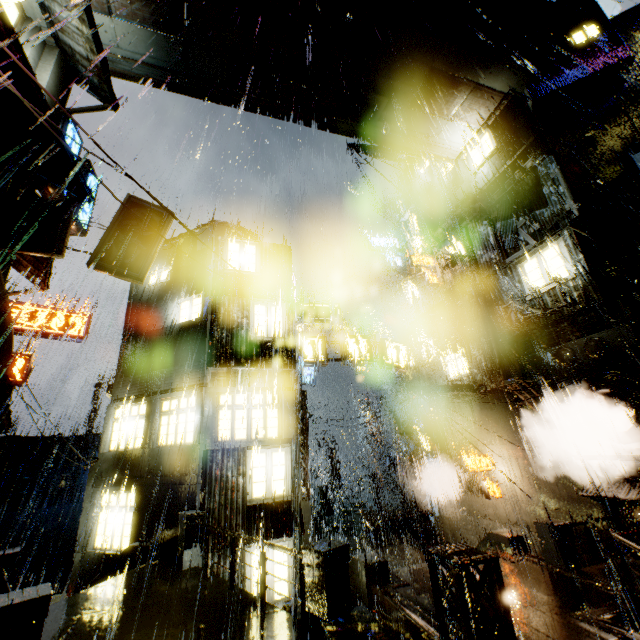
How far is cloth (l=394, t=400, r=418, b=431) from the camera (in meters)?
21.84

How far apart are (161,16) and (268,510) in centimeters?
1929cm

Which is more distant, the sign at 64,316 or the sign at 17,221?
the sign at 64,316

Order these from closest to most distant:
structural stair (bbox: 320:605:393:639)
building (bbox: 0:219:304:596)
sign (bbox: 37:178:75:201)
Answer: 1. structural stair (bbox: 320:605:393:639)
2. building (bbox: 0:219:304:596)
3. sign (bbox: 37:178:75:201)

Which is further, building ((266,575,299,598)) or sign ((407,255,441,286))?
sign ((407,255,441,286))

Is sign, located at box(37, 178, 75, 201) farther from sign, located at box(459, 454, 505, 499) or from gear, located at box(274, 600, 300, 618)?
sign, located at box(459, 454, 505, 499)

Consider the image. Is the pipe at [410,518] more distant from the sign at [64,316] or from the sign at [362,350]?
the sign at [64,316]

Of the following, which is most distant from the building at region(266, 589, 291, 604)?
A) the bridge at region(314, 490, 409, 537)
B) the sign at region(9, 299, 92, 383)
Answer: the sign at region(9, 299, 92, 383)
